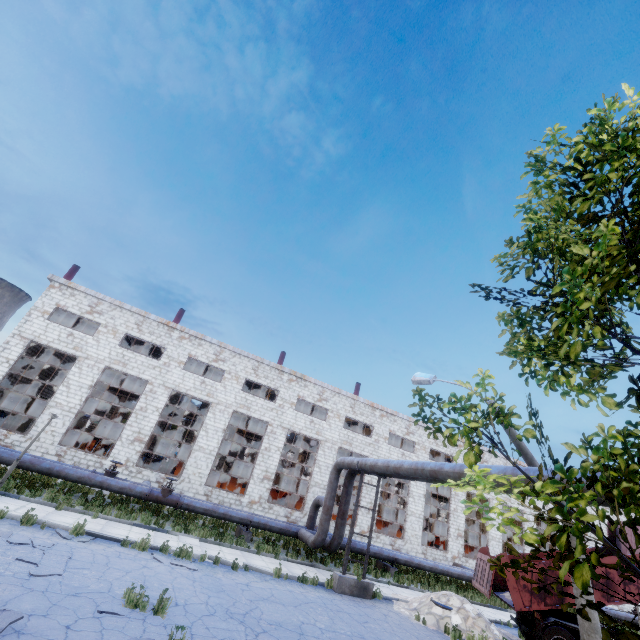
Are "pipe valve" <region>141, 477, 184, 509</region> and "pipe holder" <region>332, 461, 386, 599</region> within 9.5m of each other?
yes

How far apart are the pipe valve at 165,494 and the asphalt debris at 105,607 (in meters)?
10.23

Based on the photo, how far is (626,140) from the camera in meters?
3.4

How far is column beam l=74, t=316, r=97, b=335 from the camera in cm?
2697

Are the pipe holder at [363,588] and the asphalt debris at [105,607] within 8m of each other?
no

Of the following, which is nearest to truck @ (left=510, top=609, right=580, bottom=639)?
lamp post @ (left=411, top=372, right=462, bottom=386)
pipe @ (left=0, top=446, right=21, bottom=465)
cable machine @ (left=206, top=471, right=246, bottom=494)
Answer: lamp post @ (left=411, top=372, right=462, bottom=386)

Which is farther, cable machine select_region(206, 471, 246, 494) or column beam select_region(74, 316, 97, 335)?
column beam select_region(74, 316, 97, 335)

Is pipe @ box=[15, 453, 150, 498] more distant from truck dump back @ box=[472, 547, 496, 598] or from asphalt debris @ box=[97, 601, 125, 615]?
truck dump back @ box=[472, 547, 496, 598]
